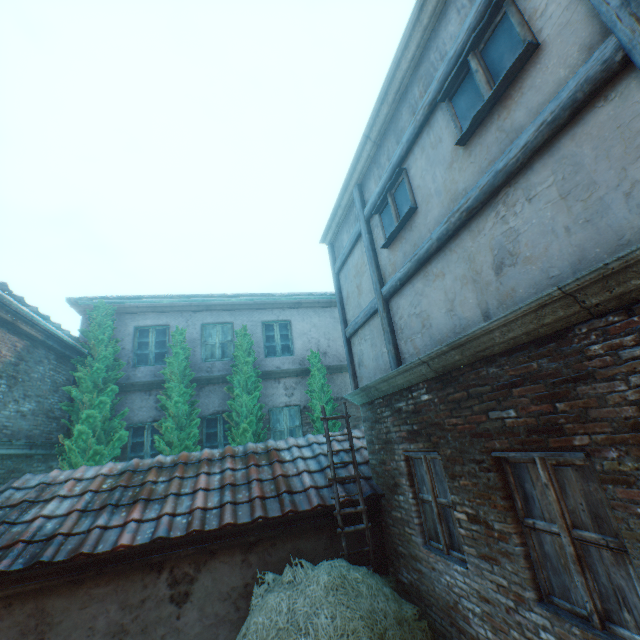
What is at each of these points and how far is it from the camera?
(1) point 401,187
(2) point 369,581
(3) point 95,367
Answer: (1) window, 4.8m
(2) straw pile, 4.2m
(3) tree, 8.4m

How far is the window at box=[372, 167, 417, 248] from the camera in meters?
4.6 m

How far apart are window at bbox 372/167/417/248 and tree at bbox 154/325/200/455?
6.6 meters

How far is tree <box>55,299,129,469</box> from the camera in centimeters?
776cm

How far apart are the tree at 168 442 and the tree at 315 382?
3.1m

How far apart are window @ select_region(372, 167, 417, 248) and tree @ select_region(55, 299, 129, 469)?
7.75m

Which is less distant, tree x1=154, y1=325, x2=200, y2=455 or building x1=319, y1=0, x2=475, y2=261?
building x1=319, y1=0, x2=475, y2=261

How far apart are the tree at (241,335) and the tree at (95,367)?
2.4m
